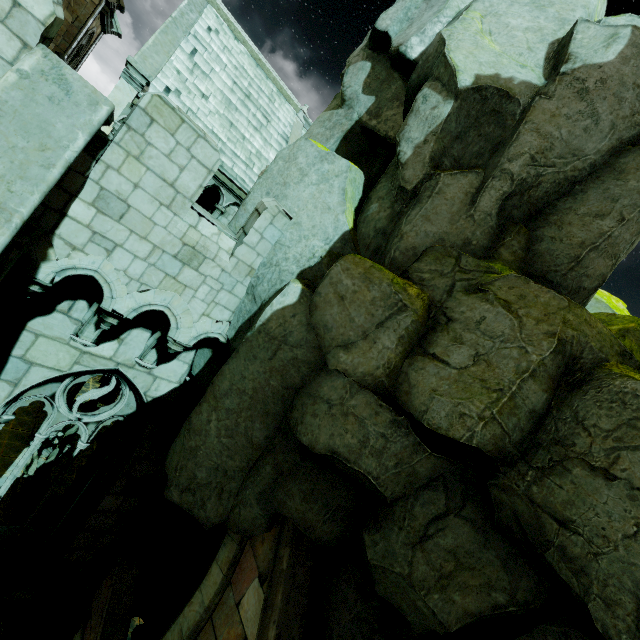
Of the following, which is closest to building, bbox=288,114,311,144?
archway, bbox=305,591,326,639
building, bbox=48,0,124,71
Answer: building, bbox=48,0,124,71

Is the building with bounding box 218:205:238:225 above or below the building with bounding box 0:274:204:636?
above

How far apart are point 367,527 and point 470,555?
1.4m

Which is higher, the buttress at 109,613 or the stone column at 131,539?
the stone column at 131,539

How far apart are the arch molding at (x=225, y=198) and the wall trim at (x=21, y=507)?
15.9m

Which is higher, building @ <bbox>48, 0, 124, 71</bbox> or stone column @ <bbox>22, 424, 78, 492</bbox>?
building @ <bbox>48, 0, 124, 71</bbox>

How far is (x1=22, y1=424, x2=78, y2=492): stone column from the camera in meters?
15.4 m

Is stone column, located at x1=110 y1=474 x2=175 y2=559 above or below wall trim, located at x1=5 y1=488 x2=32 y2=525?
above
